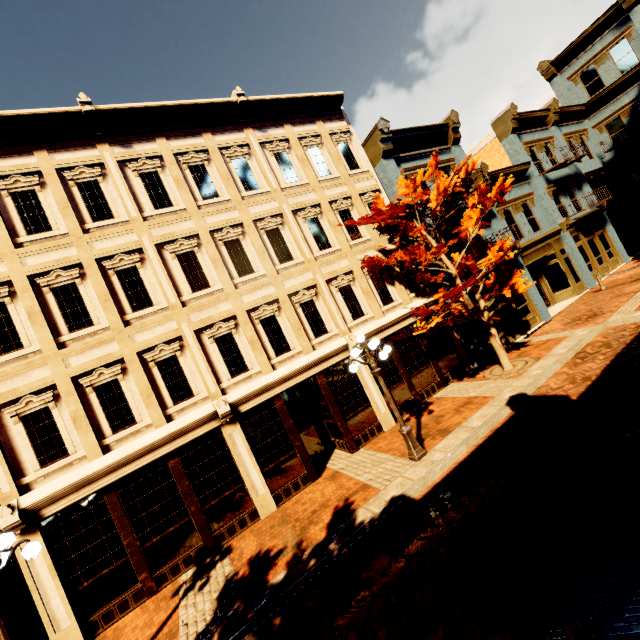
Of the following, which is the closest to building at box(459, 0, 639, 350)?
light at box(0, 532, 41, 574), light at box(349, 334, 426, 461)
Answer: light at box(349, 334, 426, 461)

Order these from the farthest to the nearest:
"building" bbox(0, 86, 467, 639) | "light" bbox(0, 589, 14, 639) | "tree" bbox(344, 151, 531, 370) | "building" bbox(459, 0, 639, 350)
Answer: "building" bbox(459, 0, 639, 350)
"tree" bbox(344, 151, 531, 370)
"building" bbox(0, 86, 467, 639)
"light" bbox(0, 589, 14, 639)

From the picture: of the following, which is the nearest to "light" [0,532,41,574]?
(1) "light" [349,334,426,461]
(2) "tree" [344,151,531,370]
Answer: (1) "light" [349,334,426,461]

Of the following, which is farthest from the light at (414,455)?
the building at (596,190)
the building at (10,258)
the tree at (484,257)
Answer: the building at (596,190)

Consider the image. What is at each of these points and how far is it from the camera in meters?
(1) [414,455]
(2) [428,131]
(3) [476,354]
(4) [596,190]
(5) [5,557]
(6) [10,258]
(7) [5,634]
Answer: (1) light, 8.6 m
(2) building, 15.4 m
(3) building, 13.8 m
(4) building, 22.0 m
(5) light, 5.5 m
(6) building, 8.5 m
(7) light, 4.9 m

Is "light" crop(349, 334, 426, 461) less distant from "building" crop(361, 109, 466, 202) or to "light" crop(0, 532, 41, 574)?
"building" crop(361, 109, 466, 202)

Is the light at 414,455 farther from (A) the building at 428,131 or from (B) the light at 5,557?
(B) the light at 5,557

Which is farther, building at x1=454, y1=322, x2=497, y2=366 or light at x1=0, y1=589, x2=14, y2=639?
building at x1=454, y1=322, x2=497, y2=366
